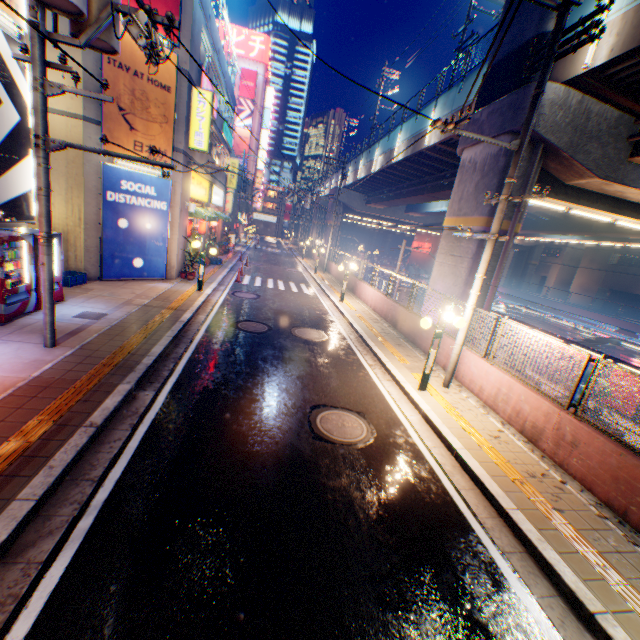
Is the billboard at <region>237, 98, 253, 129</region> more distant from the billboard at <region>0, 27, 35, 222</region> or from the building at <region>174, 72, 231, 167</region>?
the billboard at <region>0, 27, 35, 222</region>

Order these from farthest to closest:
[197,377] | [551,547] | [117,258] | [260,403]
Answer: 1. [117,258]
2. [197,377]
3. [260,403]
4. [551,547]

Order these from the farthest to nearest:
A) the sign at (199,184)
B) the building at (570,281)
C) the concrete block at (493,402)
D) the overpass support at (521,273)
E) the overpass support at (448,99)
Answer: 1. the building at (570,281)
2. the overpass support at (521,273)
3. the sign at (199,184)
4. the overpass support at (448,99)
5. the concrete block at (493,402)

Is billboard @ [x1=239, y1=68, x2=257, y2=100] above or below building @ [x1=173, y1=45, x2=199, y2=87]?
above

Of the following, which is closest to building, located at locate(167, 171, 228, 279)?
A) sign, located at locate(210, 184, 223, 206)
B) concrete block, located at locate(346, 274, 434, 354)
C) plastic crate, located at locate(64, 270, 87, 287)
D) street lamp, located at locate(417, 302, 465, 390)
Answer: sign, located at locate(210, 184, 223, 206)

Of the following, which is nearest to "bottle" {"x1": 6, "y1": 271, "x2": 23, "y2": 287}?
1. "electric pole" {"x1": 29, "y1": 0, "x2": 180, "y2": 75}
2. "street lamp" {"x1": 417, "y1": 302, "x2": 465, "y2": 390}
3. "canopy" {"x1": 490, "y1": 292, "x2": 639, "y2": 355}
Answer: "electric pole" {"x1": 29, "y1": 0, "x2": 180, "y2": 75}

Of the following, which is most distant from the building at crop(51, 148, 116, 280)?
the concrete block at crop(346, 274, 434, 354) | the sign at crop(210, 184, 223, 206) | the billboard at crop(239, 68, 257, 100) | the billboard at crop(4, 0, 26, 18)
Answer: the billboard at crop(239, 68, 257, 100)

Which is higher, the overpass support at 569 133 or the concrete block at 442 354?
the overpass support at 569 133
